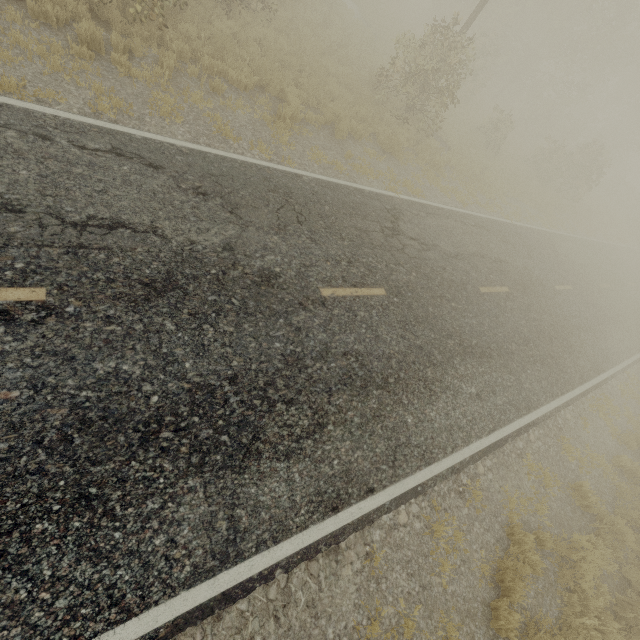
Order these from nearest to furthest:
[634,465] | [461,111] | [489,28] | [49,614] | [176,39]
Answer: [49,614], [176,39], [634,465], [461,111], [489,28]
